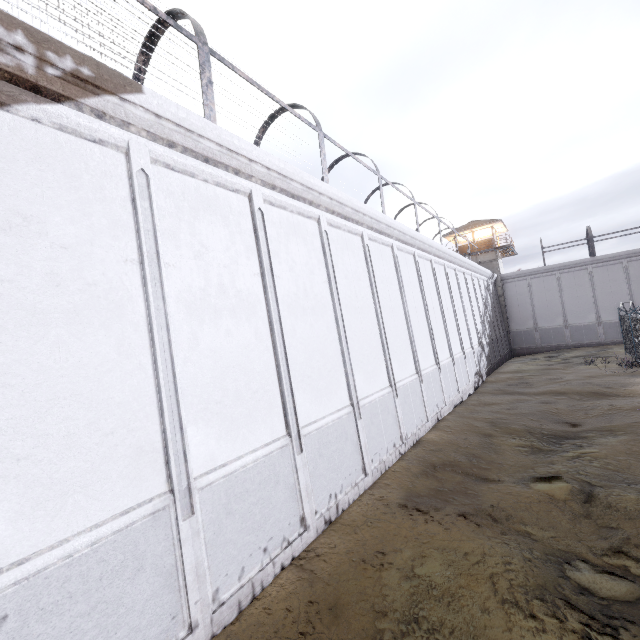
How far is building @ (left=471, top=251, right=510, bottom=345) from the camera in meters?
34.7

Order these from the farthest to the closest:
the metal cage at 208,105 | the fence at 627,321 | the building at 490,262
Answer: the building at 490,262 < the fence at 627,321 < the metal cage at 208,105

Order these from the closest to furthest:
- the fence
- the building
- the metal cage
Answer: the metal cage → the fence → the building

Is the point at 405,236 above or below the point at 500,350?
above

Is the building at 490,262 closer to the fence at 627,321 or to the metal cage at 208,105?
the metal cage at 208,105

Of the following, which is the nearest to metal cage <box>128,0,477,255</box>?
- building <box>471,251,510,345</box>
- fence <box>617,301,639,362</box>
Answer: building <box>471,251,510,345</box>
